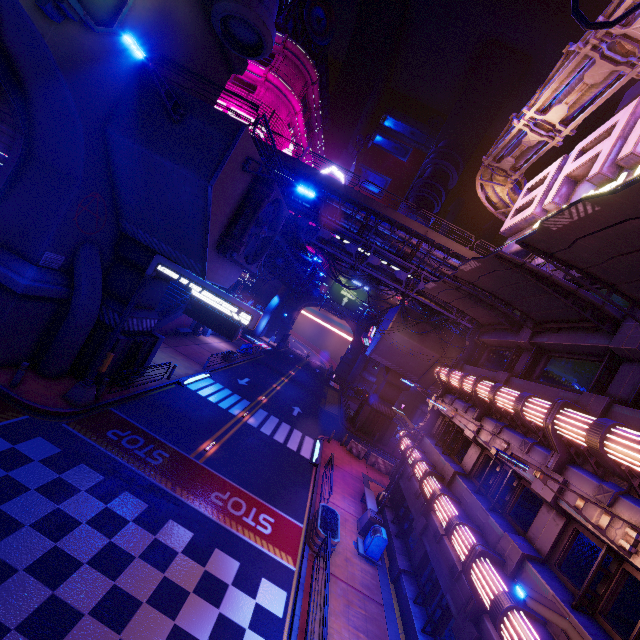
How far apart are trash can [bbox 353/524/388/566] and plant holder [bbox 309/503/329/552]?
1.16m

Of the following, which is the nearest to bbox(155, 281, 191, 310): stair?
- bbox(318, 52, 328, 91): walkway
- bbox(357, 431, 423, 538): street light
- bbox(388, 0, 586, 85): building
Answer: bbox(318, 52, 328, 91): walkway

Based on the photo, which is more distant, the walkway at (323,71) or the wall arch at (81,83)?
the walkway at (323,71)

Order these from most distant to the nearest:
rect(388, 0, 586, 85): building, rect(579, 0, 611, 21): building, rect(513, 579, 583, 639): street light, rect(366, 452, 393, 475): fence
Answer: rect(388, 0, 586, 85): building, rect(579, 0, 611, 21): building, rect(366, 452, 393, 475): fence, rect(513, 579, 583, 639): street light

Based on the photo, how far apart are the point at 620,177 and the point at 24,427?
23.0m

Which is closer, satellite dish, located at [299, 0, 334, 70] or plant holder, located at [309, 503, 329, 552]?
plant holder, located at [309, 503, 329, 552]

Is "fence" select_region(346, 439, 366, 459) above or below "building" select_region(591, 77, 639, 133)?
below

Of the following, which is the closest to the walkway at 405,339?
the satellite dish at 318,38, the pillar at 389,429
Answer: the pillar at 389,429
